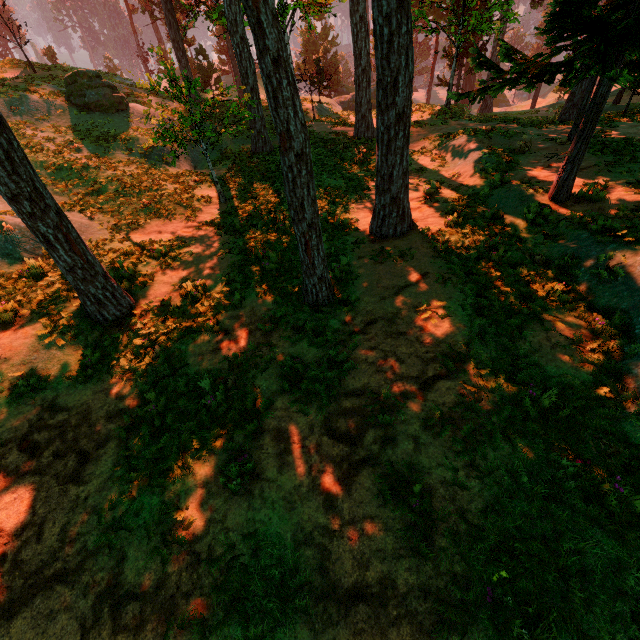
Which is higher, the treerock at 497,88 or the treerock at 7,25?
the treerock at 7,25

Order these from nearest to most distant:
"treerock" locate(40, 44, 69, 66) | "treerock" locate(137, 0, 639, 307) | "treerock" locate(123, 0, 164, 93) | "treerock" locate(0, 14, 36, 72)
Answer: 1. "treerock" locate(137, 0, 639, 307)
2. "treerock" locate(123, 0, 164, 93)
3. "treerock" locate(0, 14, 36, 72)
4. "treerock" locate(40, 44, 69, 66)

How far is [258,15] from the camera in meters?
4.6

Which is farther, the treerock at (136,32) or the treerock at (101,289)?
the treerock at (136,32)

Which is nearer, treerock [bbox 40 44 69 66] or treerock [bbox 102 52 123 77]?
treerock [bbox 102 52 123 77]
